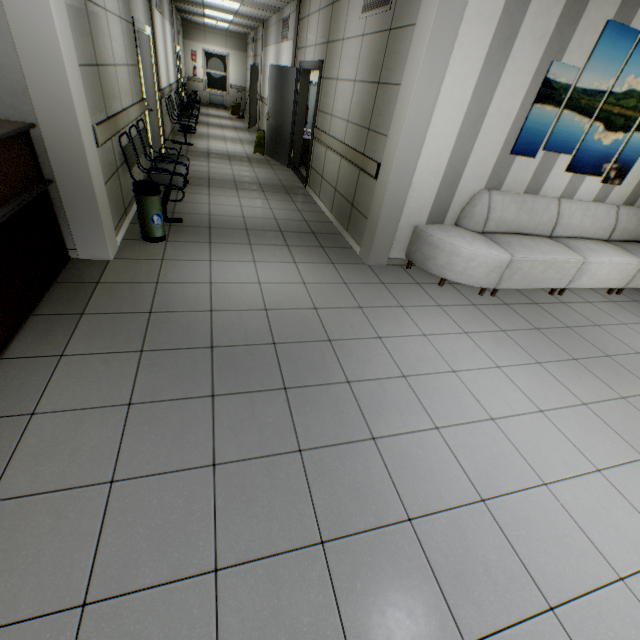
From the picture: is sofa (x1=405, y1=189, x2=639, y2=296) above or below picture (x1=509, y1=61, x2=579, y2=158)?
below

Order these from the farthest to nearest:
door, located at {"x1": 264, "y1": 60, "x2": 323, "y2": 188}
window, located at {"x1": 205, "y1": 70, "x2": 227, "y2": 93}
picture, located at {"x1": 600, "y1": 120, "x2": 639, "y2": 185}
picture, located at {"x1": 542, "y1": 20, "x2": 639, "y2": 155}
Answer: window, located at {"x1": 205, "y1": 70, "x2": 227, "y2": 93} < door, located at {"x1": 264, "y1": 60, "x2": 323, "y2": 188} < picture, located at {"x1": 600, "y1": 120, "x2": 639, "y2": 185} < picture, located at {"x1": 542, "y1": 20, "x2": 639, "y2": 155}

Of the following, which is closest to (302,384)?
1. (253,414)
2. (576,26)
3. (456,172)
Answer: (253,414)

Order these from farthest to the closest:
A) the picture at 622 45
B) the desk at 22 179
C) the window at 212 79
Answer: the window at 212 79 → the picture at 622 45 → the desk at 22 179

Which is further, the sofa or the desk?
the sofa

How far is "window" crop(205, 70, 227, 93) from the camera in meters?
16.6

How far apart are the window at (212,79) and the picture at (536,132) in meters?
18.3
